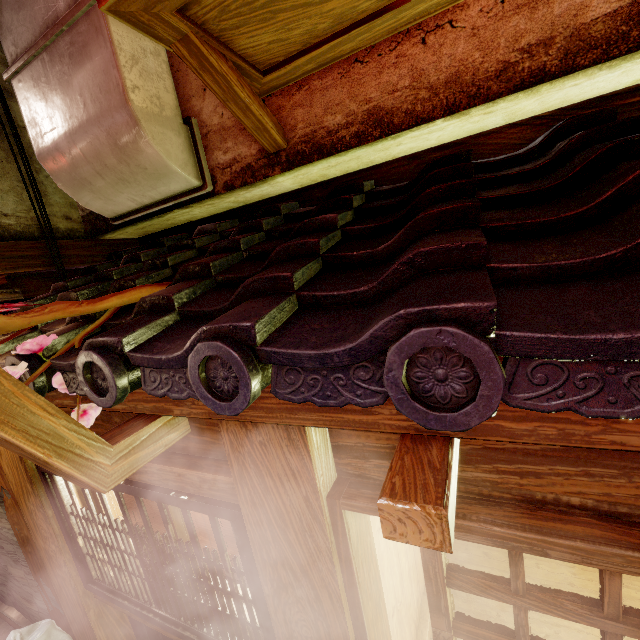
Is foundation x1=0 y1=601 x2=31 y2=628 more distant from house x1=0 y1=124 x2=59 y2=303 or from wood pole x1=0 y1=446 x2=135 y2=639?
house x1=0 y1=124 x2=59 y2=303

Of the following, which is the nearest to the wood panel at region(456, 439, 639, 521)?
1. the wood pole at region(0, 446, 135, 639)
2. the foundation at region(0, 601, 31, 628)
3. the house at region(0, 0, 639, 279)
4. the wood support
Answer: the house at region(0, 0, 639, 279)

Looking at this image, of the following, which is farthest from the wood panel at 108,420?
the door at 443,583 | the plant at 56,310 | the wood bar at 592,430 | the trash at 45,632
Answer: the trash at 45,632

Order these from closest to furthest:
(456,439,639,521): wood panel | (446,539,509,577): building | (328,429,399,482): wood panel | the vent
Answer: (456,439,639,521): wood panel, (328,429,399,482): wood panel, the vent, (446,539,509,577): building

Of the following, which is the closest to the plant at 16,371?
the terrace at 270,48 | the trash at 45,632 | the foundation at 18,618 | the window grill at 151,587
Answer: the window grill at 151,587

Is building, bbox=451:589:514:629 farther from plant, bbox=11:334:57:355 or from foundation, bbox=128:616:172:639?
plant, bbox=11:334:57:355

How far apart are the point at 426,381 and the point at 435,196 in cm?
163

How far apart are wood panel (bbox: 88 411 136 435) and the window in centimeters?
32cm
